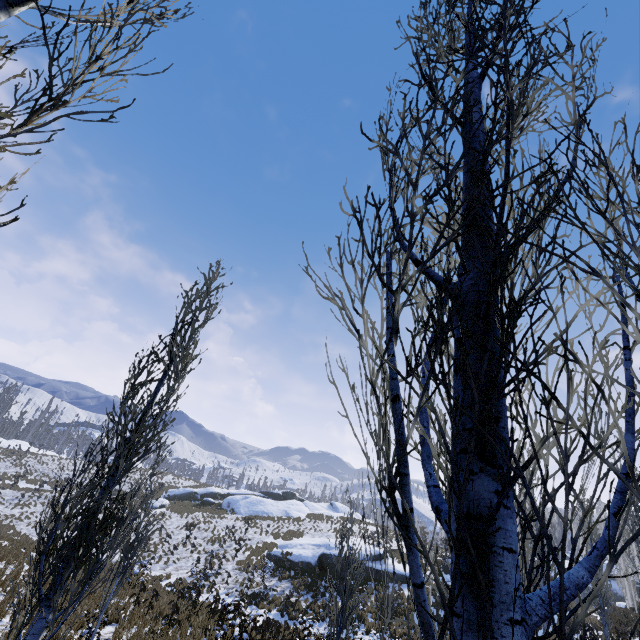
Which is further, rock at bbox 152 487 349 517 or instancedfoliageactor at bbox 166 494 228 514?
rock at bbox 152 487 349 517

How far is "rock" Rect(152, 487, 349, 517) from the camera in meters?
40.1 m

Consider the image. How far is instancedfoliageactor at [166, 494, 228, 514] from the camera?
36.7m

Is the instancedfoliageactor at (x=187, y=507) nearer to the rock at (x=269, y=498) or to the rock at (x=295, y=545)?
the rock at (x=295, y=545)

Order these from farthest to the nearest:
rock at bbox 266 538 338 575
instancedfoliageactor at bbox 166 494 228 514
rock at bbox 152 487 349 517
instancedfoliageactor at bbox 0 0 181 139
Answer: rock at bbox 152 487 349 517
instancedfoliageactor at bbox 166 494 228 514
rock at bbox 266 538 338 575
instancedfoliageactor at bbox 0 0 181 139

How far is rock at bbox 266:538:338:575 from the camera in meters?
24.8 m

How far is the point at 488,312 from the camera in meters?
1.1
